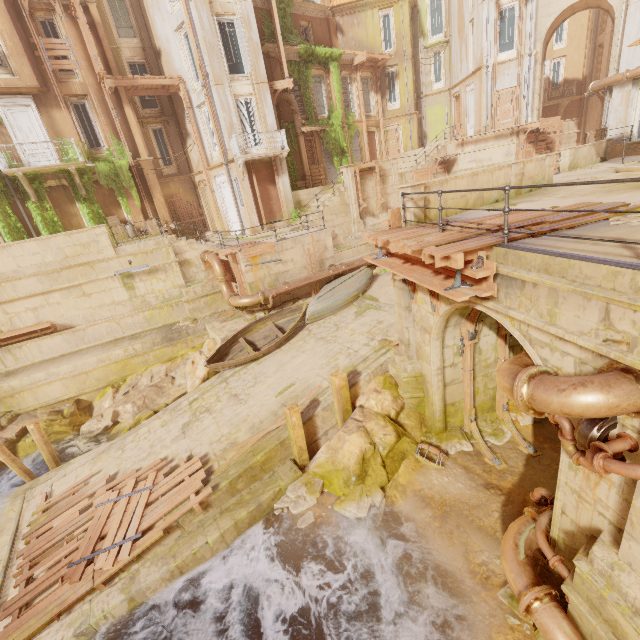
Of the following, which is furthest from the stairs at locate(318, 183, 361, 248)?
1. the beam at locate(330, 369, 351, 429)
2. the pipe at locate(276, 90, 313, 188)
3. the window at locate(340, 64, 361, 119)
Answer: the beam at locate(330, 369, 351, 429)

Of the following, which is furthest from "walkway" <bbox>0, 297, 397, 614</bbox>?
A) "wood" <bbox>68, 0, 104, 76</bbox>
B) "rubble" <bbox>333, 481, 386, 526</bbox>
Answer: "wood" <bbox>68, 0, 104, 76</bbox>

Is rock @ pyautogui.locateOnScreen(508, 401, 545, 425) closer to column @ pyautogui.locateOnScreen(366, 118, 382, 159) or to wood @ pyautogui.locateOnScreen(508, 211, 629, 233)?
wood @ pyautogui.locateOnScreen(508, 211, 629, 233)

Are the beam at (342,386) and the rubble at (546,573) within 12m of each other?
yes

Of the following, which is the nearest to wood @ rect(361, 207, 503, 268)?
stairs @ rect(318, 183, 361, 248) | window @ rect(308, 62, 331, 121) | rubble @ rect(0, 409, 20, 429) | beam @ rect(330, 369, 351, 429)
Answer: beam @ rect(330, 369, 351, 429)

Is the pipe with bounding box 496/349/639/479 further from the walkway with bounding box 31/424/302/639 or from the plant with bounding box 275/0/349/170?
the plant with bounding box 275/0/349/170

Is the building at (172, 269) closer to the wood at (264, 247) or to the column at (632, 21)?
the wood at (264, 247)

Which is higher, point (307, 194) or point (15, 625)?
point (307, 194)
